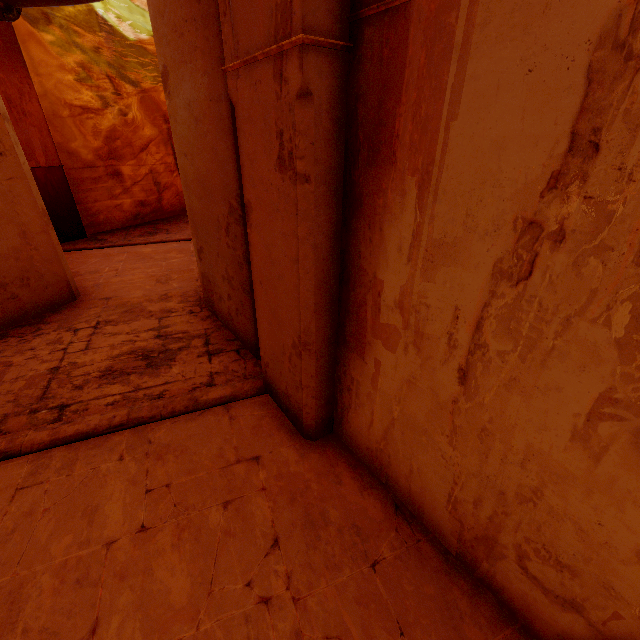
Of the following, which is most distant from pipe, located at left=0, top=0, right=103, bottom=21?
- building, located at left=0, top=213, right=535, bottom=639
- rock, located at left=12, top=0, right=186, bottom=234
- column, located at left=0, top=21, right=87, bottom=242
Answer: rock, located at left=12, top=0, right=186, bottom=234

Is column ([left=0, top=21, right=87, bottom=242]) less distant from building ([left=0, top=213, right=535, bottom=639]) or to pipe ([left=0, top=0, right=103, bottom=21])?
building ([left=0, top=213, right=535, bottom=639])

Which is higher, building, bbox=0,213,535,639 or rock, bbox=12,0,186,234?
rock, bbox=12,0,186,234

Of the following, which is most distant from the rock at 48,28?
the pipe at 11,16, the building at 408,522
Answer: the pipe at 11,16

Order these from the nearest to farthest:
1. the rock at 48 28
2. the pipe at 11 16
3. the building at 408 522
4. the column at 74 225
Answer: the building at 408 522
the pipe at 11 16
the column at 74 225
the rock at 48 28

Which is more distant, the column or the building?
the column

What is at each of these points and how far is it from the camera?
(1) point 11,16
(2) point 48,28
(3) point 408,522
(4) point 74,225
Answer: (1) pipe, 3.5m
(2) rock, 8.3m
(3) building, 2.5m
(4) column, 9.0m

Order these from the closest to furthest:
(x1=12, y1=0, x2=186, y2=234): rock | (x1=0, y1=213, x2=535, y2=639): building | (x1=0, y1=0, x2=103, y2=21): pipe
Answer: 1. (x1=0, y1=213, x2=535, y2=639): building
2. (x1=0, y1=0, x2=103, y2=21): pipe
3. (x1=12, y1=0, x2=186, y2=234): rock
